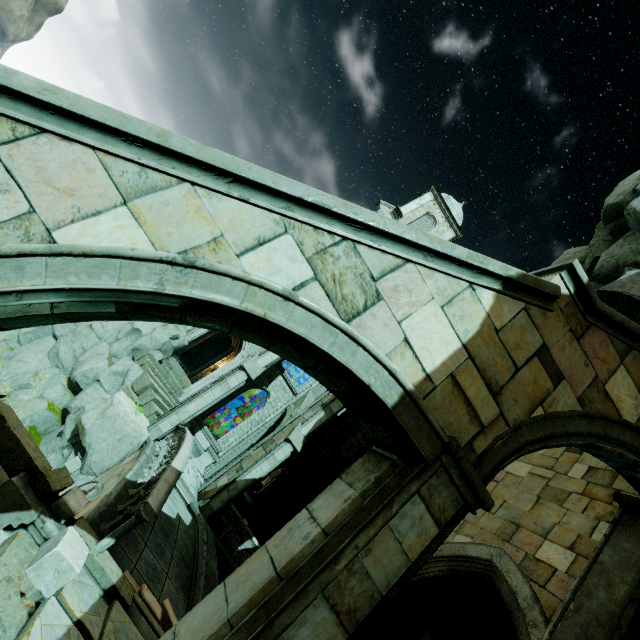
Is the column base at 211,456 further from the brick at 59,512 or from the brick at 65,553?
the brick at 65,553

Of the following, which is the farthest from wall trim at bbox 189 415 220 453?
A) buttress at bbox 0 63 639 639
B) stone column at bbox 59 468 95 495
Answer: buttress at bbox 0 63 639 639

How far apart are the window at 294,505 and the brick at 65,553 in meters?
16.7 m

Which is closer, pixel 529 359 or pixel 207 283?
pixel 207 283

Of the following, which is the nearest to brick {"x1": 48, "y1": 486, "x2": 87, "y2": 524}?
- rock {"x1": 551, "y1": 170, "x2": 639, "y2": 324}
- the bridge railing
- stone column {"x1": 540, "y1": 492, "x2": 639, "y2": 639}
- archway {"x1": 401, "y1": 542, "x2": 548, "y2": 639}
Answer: the bridge railing

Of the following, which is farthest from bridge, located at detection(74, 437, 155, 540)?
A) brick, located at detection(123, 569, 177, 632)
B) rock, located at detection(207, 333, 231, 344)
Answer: rock, located at detection(207, 333, 231, 344)

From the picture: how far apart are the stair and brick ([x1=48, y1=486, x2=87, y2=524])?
14.43m

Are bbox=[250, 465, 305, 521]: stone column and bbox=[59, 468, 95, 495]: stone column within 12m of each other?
yes
